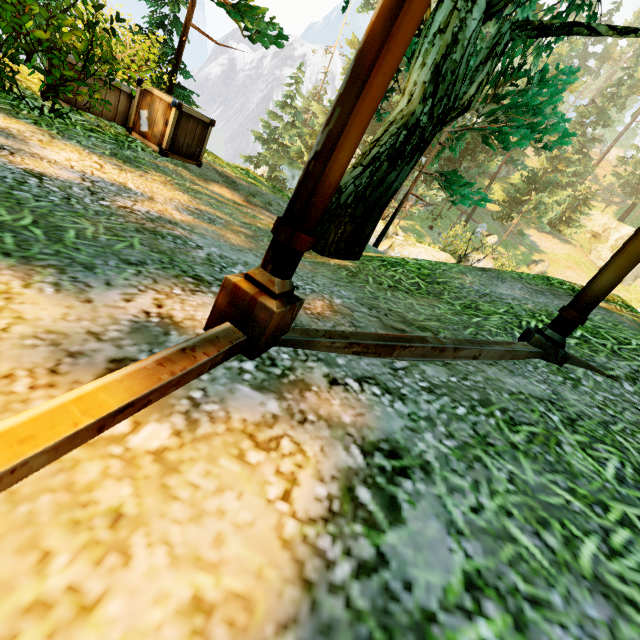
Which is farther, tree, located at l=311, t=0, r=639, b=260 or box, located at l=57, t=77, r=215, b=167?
box, located at l=57, t=77, r=215, b=167

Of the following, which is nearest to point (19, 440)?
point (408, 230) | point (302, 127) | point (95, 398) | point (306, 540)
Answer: point (95, 398)

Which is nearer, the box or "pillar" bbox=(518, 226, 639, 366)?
"pillar" bbox=(518, 226, 639, 366)

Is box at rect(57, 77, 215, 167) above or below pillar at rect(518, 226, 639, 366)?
below

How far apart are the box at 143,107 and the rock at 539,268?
33.8 meters

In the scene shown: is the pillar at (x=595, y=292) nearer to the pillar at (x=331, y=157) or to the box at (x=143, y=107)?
the pillar at (x=331, y=157)

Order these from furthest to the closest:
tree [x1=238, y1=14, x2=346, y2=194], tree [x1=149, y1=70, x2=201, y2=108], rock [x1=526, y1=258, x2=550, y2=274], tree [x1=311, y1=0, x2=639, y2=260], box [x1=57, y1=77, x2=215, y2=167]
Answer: rock [x1=526, y1=258, x2=550, y2=274]
tree [x1=238, y1=14, x2=346, y2=194]
tree [x1=149, y1=70, x2=201, y2=108]
box [x1=57, y1=77, x2=215, y2=167]
tree [x1=311, y1=0, x2=639, y2=260]

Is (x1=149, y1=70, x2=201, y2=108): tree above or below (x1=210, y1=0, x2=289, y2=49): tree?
below
